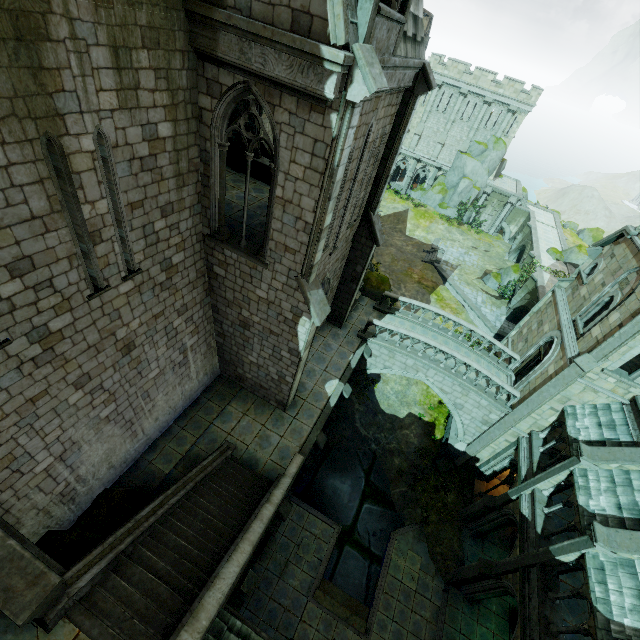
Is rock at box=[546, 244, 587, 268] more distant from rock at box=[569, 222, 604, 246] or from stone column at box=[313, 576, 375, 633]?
stone column at box=[313, 576, 375, 633]

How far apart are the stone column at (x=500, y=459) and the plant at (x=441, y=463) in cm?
116

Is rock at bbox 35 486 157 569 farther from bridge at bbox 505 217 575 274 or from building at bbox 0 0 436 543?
bridge at bbox 505 217 575 274

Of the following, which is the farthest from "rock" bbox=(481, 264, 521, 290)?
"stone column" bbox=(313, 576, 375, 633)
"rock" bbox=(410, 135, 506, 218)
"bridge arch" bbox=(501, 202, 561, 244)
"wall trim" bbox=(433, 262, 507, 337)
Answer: "stone column" bbox=(313, 576, 375, 633)

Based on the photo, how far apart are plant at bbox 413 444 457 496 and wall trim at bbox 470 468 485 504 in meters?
0.7 m

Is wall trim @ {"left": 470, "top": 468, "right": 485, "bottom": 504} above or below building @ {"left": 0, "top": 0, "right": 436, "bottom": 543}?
below

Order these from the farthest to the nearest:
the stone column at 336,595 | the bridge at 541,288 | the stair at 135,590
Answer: the bridge at 541,288 < the stone column at 336,595 < the stair at 135,590

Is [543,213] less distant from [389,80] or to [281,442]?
[389,80]
